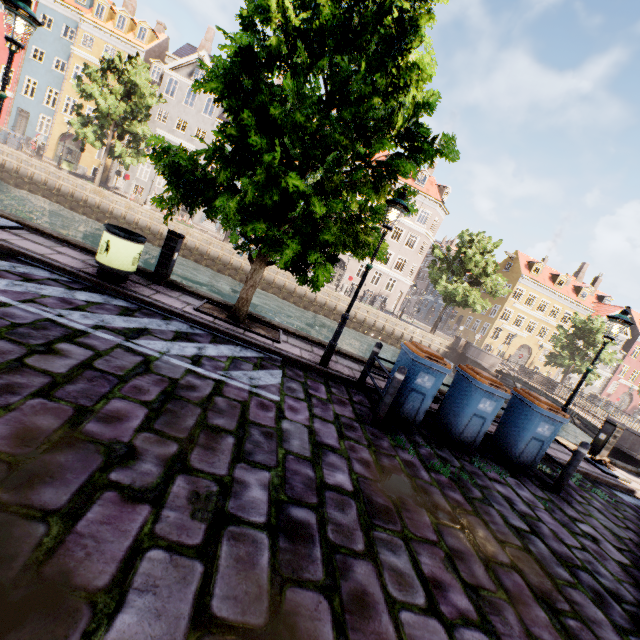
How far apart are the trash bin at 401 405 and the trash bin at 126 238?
5.4m

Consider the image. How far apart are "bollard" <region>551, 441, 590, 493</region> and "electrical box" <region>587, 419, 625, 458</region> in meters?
5.2

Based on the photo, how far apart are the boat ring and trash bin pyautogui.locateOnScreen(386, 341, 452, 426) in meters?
6.7 m

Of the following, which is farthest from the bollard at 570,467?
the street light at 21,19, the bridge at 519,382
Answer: the bridge at 519,382

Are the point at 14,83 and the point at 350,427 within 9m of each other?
no

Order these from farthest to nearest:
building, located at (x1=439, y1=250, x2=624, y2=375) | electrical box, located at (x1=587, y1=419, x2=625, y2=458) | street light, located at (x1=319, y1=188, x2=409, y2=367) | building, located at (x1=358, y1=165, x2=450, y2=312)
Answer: building, located at (x1=439, y1=250, x2=624, y2=375), building, located at (x1=358, y1=165, x2=450, y2=312), electrical box, located at (x1=587, y1=419, x2=625, y2=458), street light, located at (x1=319, y1=188, x2=409, y2=367)

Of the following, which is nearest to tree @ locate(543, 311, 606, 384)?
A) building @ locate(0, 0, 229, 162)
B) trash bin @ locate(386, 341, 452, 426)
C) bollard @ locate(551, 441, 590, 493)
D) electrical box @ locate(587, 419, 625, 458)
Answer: trash bin @ locate(386, 341, 452, 426)

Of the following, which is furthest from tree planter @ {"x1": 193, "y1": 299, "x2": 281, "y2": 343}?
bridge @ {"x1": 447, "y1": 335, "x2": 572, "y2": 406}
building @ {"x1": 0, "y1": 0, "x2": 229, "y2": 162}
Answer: bridge @ {"x1": 447, "y1": 335, "x2": 572, "y2": 406}
